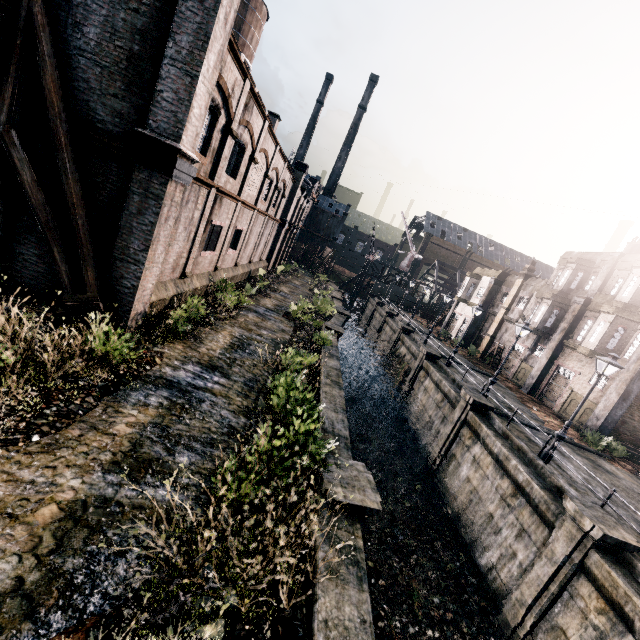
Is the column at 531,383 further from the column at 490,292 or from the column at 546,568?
the column at 546,568

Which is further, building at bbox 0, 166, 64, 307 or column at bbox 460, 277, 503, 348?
column at bbox 460, 277, 503, 348

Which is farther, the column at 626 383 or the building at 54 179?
the column at 626 383

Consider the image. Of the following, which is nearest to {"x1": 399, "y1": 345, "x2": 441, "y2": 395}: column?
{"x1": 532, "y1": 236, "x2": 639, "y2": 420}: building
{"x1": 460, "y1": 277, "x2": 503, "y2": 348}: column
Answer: {"x1": 532, "y1": 236, "x2": 639, "y2": 420}: building

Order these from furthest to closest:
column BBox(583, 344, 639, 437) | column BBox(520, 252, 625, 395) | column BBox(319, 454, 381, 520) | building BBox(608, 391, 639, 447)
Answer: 1. column BBox(520, 252, 625, 395)
2. building BBox(608, 391, 639, 447)
3. column BBox(583, 344, 639, 437)
4. column BBox(319, 454, 381, 520)

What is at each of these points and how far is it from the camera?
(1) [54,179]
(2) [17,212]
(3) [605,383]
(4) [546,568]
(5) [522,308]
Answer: (1) building, 10.2m
(2) building, 10.5m
(3) building, 23.4m
(4) column, 11.4m
(5) building, 35.6m

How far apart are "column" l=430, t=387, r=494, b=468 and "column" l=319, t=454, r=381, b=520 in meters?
12.6

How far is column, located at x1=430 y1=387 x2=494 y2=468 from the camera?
19.17m
